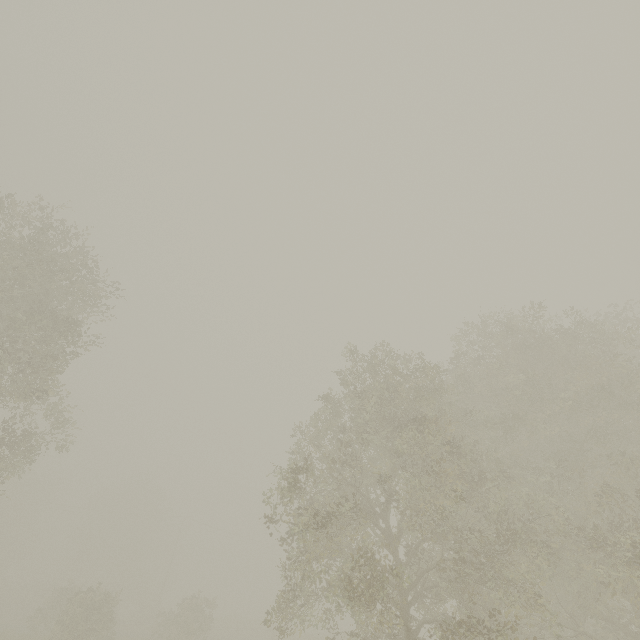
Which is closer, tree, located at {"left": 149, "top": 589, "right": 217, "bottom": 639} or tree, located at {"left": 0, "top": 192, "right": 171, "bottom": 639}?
tree, located at {"left": 0, "top": 192, "right": 171, "bottom": 639}

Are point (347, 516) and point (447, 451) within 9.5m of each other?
yes

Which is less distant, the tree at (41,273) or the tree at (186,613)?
the tree at (41,273)
